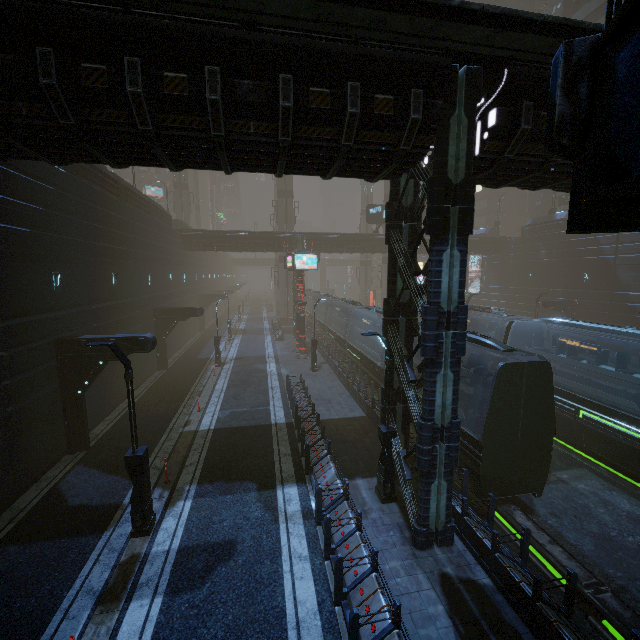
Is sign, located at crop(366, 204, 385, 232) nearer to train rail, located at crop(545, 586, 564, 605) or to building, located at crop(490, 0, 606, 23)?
building, located at crop(490, 0, 606, 23)

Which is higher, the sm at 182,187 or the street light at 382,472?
the sm at 182,187

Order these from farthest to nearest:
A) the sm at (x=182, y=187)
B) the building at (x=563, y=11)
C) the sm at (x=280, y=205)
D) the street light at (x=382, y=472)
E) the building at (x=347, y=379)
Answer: the sm at (x=182, y=187)
the sm at (x=280, y=205)
the building at (x=563, y=11)
the building at (x=347, y=379)
the street light at (x=382, y=472)

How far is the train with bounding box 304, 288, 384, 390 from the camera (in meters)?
20.89

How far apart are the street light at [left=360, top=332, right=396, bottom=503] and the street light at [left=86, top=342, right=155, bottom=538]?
6.6m

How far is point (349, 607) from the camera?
7.1 meters

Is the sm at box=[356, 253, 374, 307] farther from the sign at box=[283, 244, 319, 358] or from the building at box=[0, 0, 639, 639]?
the sign at box=[283, 244, 319, 358]

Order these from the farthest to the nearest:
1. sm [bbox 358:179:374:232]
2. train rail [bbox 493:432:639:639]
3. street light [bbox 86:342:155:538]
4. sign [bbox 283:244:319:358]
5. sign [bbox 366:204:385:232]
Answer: sm [bbox 358:179:374:232] < sign [bbox 366:204:385:232] < sign [bbox 283:244:319:358] < street light [bbox 86:342:155:538] < train rail [bbox 493:432:639:639]
